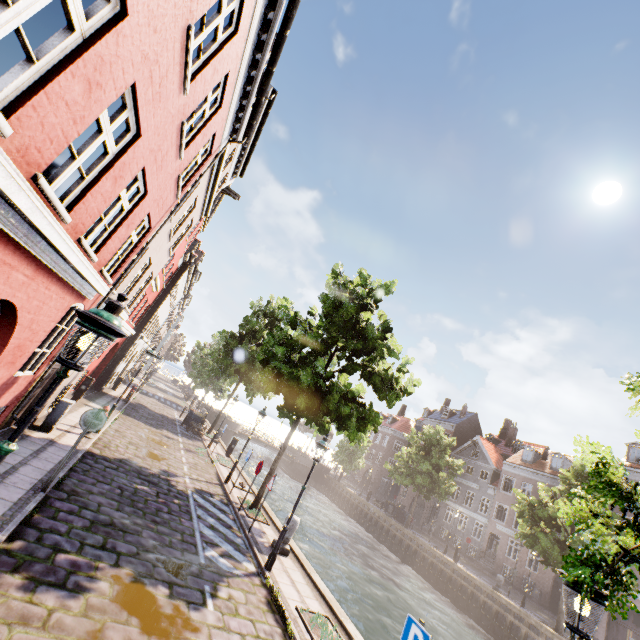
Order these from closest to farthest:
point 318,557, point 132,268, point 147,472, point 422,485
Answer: point 132,268 < point 147,472 < point 318,557 < point 422,485

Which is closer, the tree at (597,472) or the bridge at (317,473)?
the tree at (597,472)

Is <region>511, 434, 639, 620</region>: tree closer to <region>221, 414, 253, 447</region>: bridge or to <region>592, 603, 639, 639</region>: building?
<region>221, 414, 253, 447</region>: bridge

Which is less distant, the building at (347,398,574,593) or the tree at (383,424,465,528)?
the tree at (383,424,465,528)

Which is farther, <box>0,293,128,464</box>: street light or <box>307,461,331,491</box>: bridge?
<box>307,461,331,491</box>: bridge

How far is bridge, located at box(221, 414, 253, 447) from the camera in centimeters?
4101cm

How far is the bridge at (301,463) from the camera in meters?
44.7 m

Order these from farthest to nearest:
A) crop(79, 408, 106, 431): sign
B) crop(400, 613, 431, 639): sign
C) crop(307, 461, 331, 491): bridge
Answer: crop(307, 461, 331, 491): bridge < crop(79, 408, 106, 431): sign < crop(400, 613, 431, 639): sign
